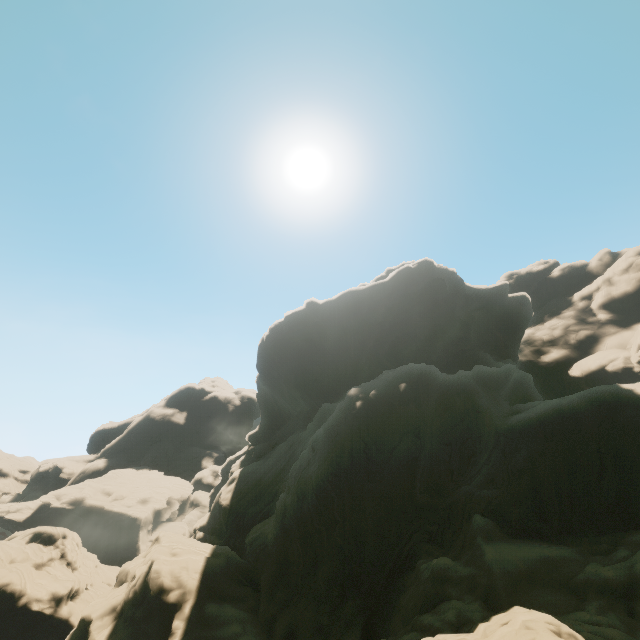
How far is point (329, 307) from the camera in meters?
53.5
